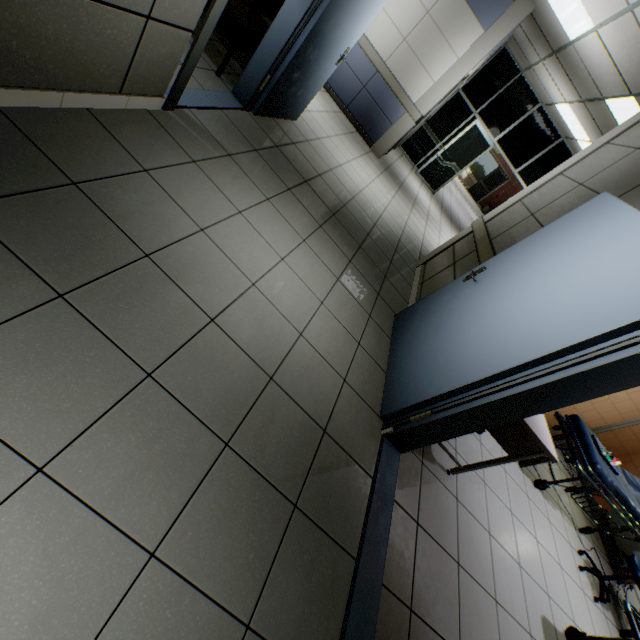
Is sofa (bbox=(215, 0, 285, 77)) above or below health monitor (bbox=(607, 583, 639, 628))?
above

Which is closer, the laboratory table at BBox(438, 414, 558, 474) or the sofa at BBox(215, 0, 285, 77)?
the laboratory table at BBox(438, 414, 558, 474)

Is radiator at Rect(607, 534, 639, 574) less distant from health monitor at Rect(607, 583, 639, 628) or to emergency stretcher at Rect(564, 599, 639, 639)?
health monitor at Rect(607, 583, 639, 628)

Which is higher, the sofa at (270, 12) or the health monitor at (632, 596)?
the sofa at (270, 12)

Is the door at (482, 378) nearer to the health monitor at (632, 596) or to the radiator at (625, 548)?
the health monitor at (632, 596)

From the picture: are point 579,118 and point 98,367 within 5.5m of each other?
no

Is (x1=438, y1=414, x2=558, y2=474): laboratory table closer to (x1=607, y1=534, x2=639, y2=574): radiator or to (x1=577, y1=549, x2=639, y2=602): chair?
(x1=577, y1=549, x2=639, y2=602): chair

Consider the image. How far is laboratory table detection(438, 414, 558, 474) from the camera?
2.3m
